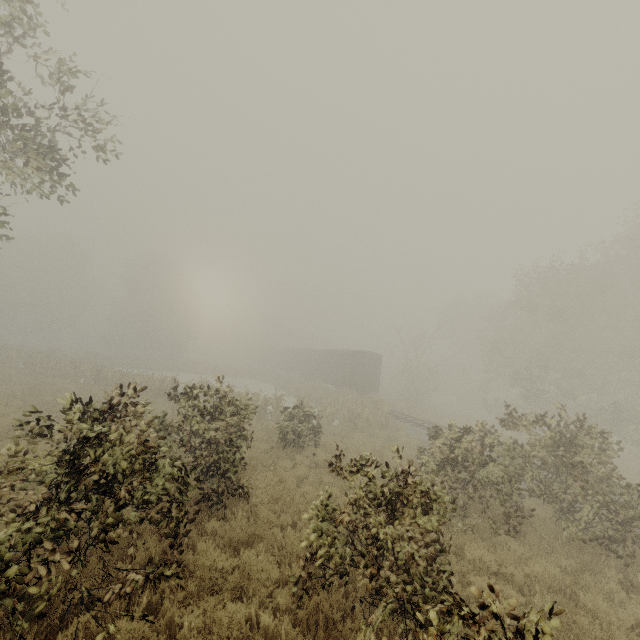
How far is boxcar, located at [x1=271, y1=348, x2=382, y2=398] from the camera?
30.42m

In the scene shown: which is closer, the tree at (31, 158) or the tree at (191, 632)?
the tree at (191, 632)

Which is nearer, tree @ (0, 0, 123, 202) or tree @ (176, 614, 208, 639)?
tree @ (176, 614, 208, 639)

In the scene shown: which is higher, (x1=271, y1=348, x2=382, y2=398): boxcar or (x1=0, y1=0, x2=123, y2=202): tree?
(x1=0, y1=0, x2=123, y2=202): tree

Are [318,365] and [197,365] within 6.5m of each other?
no

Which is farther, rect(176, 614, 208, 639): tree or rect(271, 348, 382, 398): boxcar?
rect(271, 348, 382, 398): boxcar

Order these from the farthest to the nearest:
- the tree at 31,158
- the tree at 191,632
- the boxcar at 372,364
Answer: the boxcar at 372,364 → the tree at 31,158 → the tree at 191,632

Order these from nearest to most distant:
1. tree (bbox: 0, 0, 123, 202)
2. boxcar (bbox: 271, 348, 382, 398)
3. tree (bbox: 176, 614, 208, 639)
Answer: tree (bbox: 176, 614, 208, 639), tree (bbox: 0, 0, 123, 202), boxcar (bbox: 271, 348, 382, 398)
